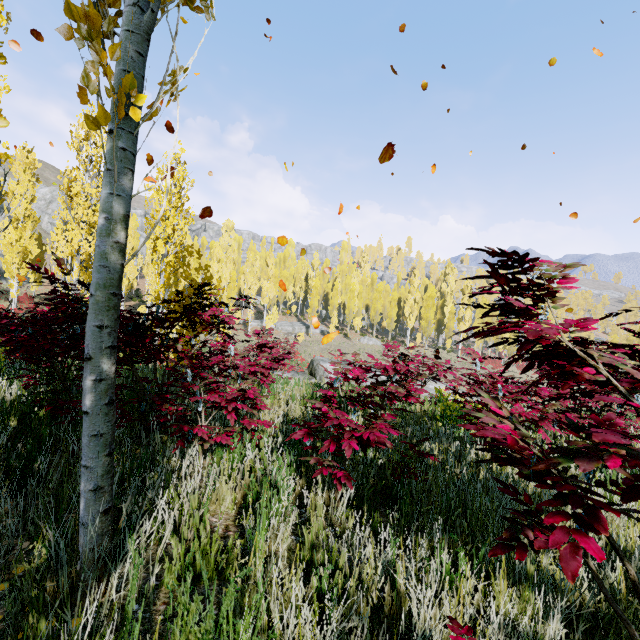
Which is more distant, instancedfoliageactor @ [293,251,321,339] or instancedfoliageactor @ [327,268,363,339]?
instancedfoliageactor @ [293,251,321,339]

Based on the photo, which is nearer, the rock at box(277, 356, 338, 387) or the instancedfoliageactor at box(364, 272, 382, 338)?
the rock at box(277, 356, 338, 387)

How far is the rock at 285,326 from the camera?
48.9m

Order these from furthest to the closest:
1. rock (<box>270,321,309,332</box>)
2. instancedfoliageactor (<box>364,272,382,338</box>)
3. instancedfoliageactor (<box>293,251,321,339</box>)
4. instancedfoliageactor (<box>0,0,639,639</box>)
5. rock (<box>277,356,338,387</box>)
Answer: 1. instancedfoliageactor (<box>364,272,382,338</box>)
2. rock (<box>270,321,309,332</box>)
3. instancedfoliageactor (<box>293,251,321,339</box>)
4. rock (<box>277,356,338,387</box>)
5. instancedfoliageactor (<box>0,0,639,639</box>)

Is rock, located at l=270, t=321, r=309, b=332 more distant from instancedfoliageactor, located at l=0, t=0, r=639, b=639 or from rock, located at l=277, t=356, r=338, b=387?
rock, located at l=277, t=356, r=338, b=387

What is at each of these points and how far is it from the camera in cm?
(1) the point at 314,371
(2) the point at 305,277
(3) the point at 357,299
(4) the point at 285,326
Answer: (1) rock, 1312
(2) instancedfoliageactor, 5922
(3) instancedfoliageactor, 5297
(4) rock, 4931

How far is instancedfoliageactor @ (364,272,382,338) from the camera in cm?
5131

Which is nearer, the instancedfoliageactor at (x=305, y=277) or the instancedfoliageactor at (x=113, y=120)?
the instancedfoliageactor at (x=113, y=120)
